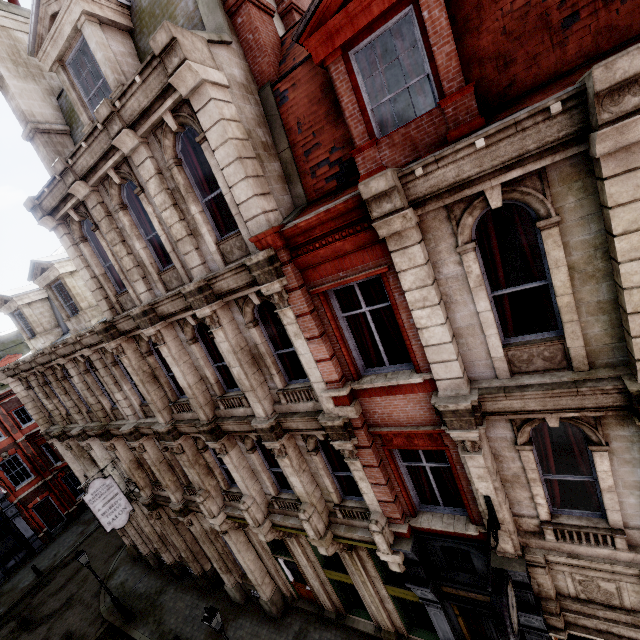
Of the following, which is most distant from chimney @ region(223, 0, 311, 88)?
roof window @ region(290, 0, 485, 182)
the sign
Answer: the sign

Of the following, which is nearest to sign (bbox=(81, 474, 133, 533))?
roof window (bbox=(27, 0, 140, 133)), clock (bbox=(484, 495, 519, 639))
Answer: roof window (bbox=(27, 0, 140, 133))

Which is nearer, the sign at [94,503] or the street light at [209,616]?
the street light at [209,616]

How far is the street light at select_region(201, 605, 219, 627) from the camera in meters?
9.9

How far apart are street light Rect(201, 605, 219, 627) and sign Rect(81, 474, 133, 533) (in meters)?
6.25

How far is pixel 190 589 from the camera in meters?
16.7

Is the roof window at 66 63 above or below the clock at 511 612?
above

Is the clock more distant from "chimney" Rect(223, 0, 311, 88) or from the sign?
the sign
